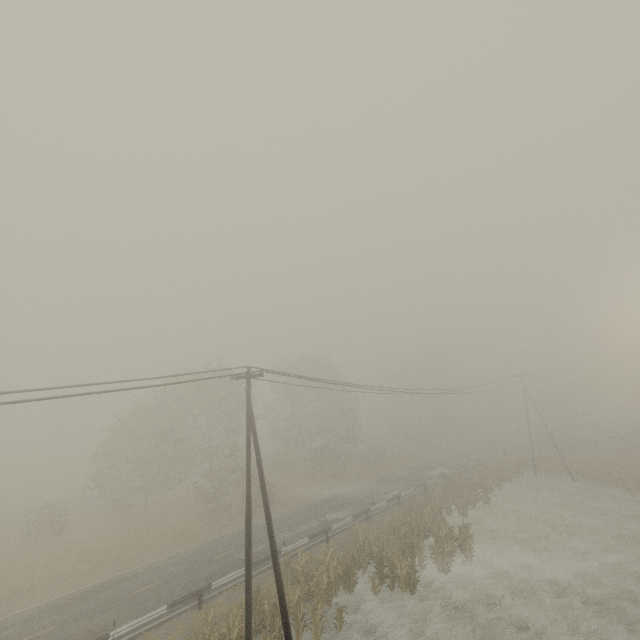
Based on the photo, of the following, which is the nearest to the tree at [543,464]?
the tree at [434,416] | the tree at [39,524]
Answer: the tree at [434,416]

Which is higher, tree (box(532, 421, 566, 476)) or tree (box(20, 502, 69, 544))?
tree (box(20, 502, 69, 544))

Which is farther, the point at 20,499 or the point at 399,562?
the point at 20,499

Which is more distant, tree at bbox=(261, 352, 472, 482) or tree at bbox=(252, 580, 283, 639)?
tree at bbox=(261, 352, 472, 482)

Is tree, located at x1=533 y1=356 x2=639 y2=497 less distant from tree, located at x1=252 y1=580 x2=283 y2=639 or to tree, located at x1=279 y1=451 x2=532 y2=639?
tree, located at x1=279 y1=451 x2=532 y2=639

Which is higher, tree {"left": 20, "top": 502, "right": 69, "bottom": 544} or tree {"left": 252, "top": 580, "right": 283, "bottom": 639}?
tree {"left": 20, "top": 502, "right": 69, "bottom": 544}

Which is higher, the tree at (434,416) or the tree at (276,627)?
the tree at (434,416)

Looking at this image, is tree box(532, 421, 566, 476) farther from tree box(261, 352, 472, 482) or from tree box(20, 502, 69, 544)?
tree box(20, 502, 69, 544)
